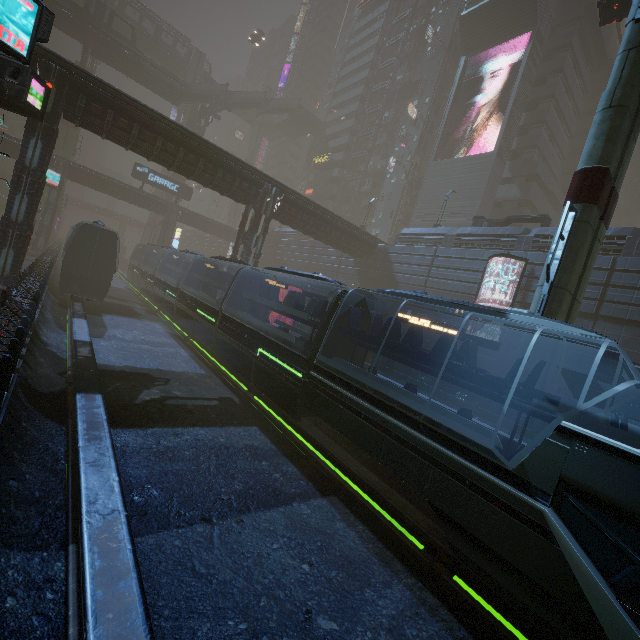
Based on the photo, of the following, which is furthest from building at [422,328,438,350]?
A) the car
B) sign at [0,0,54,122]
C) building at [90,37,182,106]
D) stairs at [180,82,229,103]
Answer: building at [90,37,182,106]

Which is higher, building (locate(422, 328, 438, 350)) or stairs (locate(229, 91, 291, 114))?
stairs (locate(229, 91, 291, 114))

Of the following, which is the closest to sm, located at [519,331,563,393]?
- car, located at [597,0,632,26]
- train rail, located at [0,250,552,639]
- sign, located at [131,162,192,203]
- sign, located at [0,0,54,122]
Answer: train rail, located at [0,250,552,639]

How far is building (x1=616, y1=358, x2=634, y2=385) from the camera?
17.47m

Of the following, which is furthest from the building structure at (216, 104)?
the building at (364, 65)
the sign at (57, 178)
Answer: the sign at (57, 178)

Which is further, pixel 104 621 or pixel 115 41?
pixel 115 41

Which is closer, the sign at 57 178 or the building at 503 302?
the building at 503 302

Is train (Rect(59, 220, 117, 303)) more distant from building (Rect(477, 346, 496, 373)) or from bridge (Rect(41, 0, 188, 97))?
bridge (Rect(41, 0, 188, 97))
